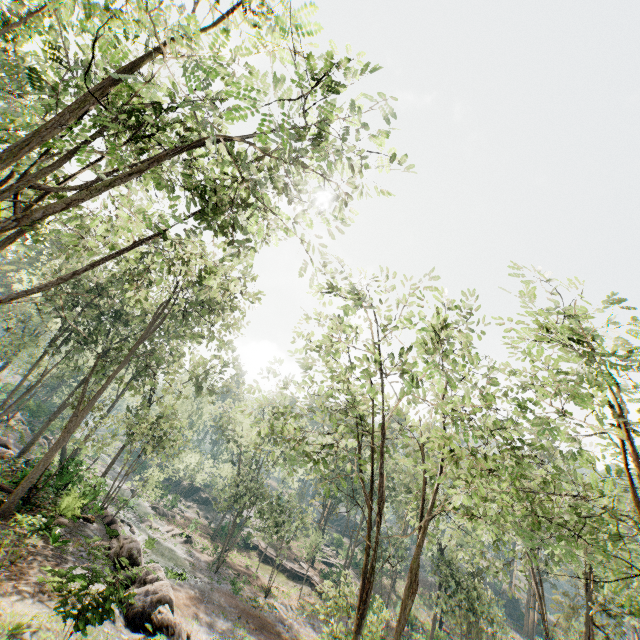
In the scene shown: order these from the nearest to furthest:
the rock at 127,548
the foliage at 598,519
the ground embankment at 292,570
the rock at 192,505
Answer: the foliage at 598,519 → the rock at 127,548 → the ground embankment at 292,570 → the rock at 192,505

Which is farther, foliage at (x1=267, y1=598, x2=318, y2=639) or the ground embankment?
the ground embankment

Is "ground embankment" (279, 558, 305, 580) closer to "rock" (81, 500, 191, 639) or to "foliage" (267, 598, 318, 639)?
"foliage" (267, 598, 318, 639)

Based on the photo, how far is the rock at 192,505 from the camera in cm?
5598

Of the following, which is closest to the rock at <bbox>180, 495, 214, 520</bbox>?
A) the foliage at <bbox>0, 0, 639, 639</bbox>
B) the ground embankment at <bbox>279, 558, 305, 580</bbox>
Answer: the foliage at <bbox>0, 0, 639, 639</bbox>

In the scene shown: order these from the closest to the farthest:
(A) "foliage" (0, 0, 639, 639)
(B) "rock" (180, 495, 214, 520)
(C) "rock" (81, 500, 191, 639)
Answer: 1. (A) "foliage" (0, 0, 639, 639)
2. (C) "rock" (81, 500, 191, 639)
3. (B) "rock" (180, 495, 214, 520)

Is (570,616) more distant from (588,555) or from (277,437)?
(277,437)

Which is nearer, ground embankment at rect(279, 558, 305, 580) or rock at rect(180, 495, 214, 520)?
ground embankment at rect(279, 558, 305, 580)
